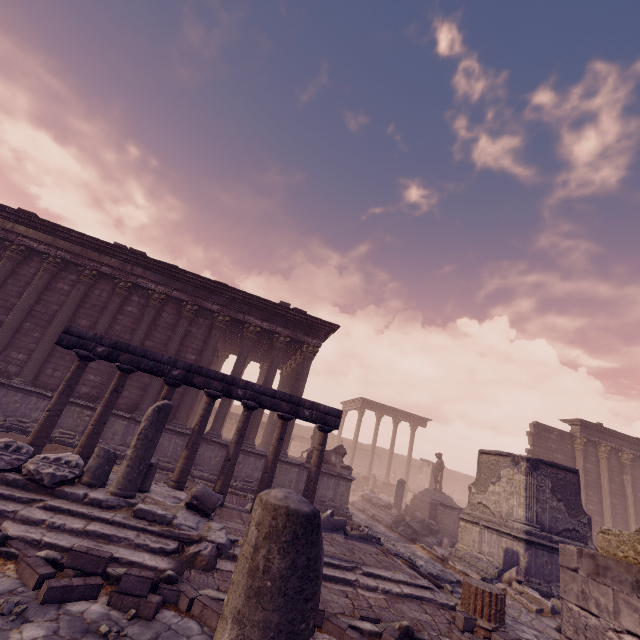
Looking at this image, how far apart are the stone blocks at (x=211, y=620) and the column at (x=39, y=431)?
5.2m

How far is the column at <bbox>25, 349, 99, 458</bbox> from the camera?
7.31m

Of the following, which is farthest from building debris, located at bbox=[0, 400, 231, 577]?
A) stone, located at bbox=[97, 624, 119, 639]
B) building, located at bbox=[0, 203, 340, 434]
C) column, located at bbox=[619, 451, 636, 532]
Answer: column, located at bbox=[619, 451, 636, 532]

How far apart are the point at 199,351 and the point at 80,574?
10.35m

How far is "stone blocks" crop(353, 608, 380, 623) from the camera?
4.82m

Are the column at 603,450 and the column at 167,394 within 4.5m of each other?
no

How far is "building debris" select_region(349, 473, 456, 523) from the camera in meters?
17.3

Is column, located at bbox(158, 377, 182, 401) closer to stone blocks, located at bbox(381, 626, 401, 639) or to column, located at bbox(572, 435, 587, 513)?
stone blocks, located at bbox(381, 626, 401, 639)
